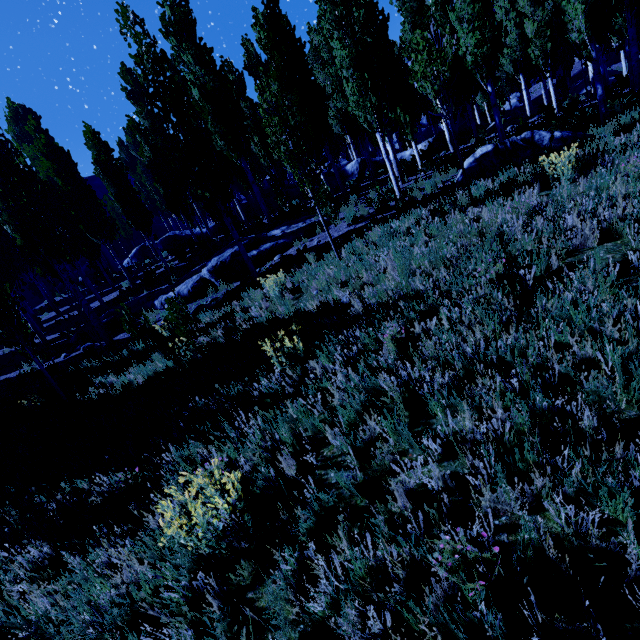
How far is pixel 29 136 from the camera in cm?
2647

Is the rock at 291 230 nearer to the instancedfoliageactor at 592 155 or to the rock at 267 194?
the instancedfoliageactor at 592 155

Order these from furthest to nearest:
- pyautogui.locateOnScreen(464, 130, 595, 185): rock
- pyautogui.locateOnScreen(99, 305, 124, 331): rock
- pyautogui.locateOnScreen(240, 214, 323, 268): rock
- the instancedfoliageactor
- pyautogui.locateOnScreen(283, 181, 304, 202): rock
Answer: pyautogui.locateOnScreen(283, 181, 304, 202): rock, pyautogui.locateOnScreen(99, 305, 124, 331): rock, pyautogui.locateOnScreen(240, 214, 323, 268): rock, pyautogui.locateOnScreen(464, 130, 595, 185): rock, the instancedfoliageactor

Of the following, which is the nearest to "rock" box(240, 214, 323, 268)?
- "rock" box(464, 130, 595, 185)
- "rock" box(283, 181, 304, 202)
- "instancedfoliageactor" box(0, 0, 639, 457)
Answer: "instancedfoliageactor" box(0, 0, 639, 457)

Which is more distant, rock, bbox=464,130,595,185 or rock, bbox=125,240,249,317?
rock, bbox=125,240,249,317

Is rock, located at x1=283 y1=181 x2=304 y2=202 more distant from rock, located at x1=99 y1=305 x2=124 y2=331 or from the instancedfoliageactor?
rock, located at x1=99 y1=305 x2=124 y2=331

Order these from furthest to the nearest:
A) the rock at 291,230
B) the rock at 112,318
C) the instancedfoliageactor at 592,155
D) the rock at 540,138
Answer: the rock at 112,318 < the rock at 291,230 < the rock at 540,138 < the instancedfoliageactor at 592,155
